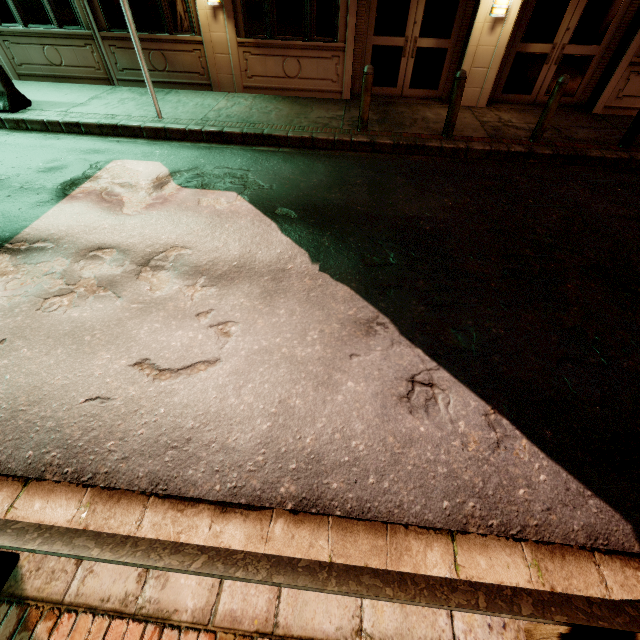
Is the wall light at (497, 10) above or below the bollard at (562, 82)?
above

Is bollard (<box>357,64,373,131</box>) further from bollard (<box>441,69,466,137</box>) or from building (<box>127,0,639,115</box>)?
building (<box>127,0,639,115</box>)

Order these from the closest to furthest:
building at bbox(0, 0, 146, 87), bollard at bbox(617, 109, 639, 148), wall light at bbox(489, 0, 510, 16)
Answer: bollard at bbox(617, 109, 639, 148) < wall light at bbox(489, 0, 510, 16) < building at bbox(0, 0, 146, 87)

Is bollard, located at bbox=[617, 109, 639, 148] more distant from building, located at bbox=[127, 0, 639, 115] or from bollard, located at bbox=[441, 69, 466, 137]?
bollard, located at bbox=[441, 69, 466, 137]

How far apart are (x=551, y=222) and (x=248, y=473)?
6.01m

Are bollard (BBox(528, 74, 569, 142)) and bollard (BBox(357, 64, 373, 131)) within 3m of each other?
no

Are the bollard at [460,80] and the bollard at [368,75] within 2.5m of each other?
yes

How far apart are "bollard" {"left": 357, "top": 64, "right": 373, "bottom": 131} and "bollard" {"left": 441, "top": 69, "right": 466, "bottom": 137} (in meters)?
1.69
